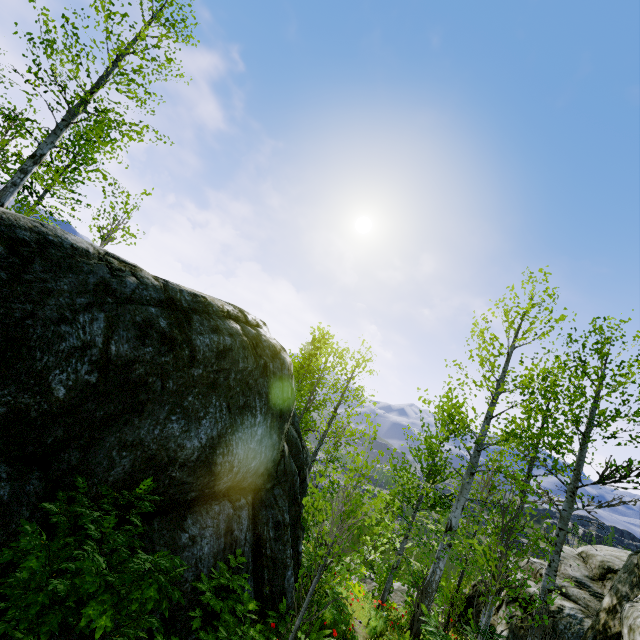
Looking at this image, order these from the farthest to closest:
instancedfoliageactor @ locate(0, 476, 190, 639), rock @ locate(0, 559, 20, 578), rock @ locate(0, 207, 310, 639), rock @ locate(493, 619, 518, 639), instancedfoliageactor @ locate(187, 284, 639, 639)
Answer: rock @ locate(493, 619, 518, 639) < instancedfoliageactor @ locate(187, 284, 639, 639) < rock @ locate(0, 207, 310, 639) < rock @ locate(0, 559, 20, 578) < instancedfoliageactor @ locate(0, 476, 190, 639)

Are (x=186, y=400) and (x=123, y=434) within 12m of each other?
yes

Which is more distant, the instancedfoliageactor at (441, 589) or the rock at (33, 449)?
the instancedfoliageactor at (441, 589)

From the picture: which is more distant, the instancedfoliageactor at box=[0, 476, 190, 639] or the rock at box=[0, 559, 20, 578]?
the rock at box=[0, 559, 20, 578]

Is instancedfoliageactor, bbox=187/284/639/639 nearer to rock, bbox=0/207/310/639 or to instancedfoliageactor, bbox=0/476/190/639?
rock, bbox=0/207/310/639
